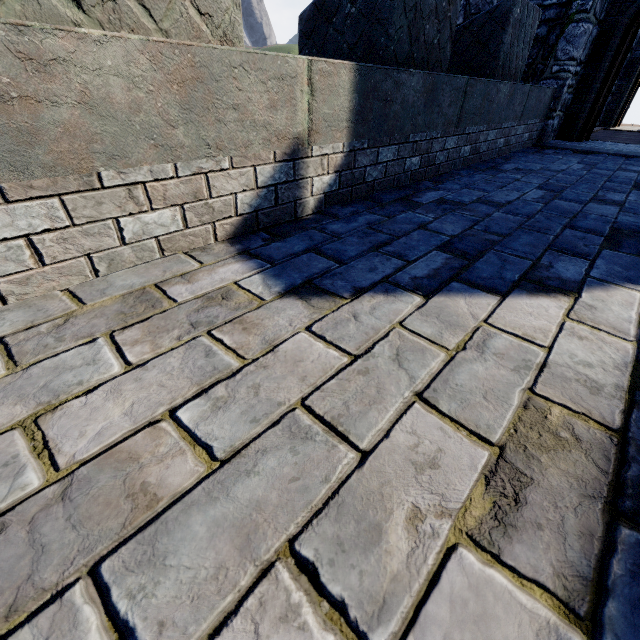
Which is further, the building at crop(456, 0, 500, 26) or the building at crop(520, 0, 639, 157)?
the building at crop(456, 0, 500, 26)

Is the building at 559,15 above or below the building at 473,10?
below

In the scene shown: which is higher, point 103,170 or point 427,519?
point 103,170

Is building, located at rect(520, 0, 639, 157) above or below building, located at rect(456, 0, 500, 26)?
below

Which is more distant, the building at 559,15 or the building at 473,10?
the building at 473,10
